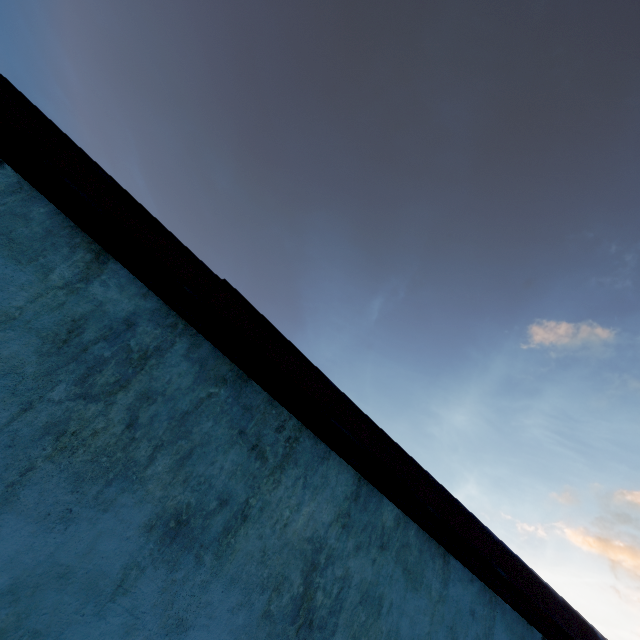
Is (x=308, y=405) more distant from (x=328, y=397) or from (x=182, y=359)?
(x=182, y=359)
